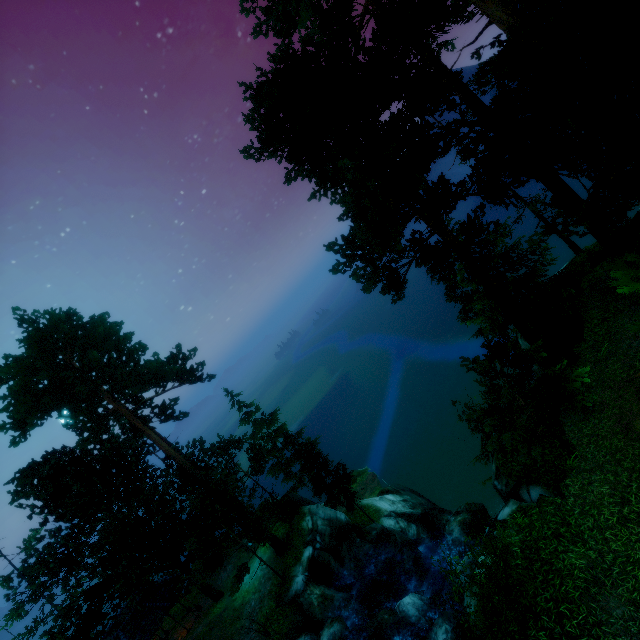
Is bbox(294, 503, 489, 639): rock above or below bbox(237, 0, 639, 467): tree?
below

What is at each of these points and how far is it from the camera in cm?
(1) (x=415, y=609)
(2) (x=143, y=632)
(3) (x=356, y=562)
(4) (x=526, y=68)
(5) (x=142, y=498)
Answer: (1) rock, 1324
(2) building, 2048
(3) rock, 1998
(4) tree, 841
(5) tree, 2053

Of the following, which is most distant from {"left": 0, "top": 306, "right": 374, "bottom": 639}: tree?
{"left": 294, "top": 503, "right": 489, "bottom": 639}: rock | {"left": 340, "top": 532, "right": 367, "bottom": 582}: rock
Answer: {"left": 340, "top": 532, "right": 367, "bottom": 582}: rock

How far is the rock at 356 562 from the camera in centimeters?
1970cm

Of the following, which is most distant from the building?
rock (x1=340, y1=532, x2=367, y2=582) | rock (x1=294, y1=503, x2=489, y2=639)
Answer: rock (x1=340, y1=532, x2=367, y2=582)

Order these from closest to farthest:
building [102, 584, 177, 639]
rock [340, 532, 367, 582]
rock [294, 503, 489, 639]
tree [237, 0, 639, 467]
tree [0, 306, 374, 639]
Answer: tree [237, 0, 639, 467] → rock [294, 503, 489, 639] → tree [0, 306, 374, 639] → rock [340, 532, 367, 582] → building [102, 584, 177, 639]

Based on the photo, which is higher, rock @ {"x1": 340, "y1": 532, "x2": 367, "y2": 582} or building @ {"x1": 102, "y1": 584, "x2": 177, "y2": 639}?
building @ {"x1": 102, "y1": 584, "x2": 177, "y2": 639}

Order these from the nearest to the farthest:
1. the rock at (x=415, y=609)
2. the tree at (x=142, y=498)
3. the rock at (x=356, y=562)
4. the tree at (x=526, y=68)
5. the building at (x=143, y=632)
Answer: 1. the tree at (x=526, y=68)
2. the rock at (x=415, y=609)
3. the tree at (x=142, y=498)
4. the rock at (x=356, y=562)
5. the building at (x=143, y=632)
